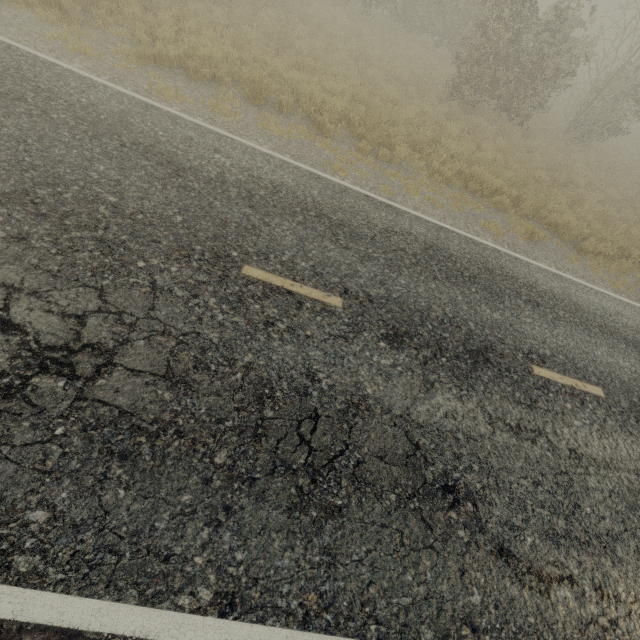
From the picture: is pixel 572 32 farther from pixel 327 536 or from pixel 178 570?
pixel 178 570
